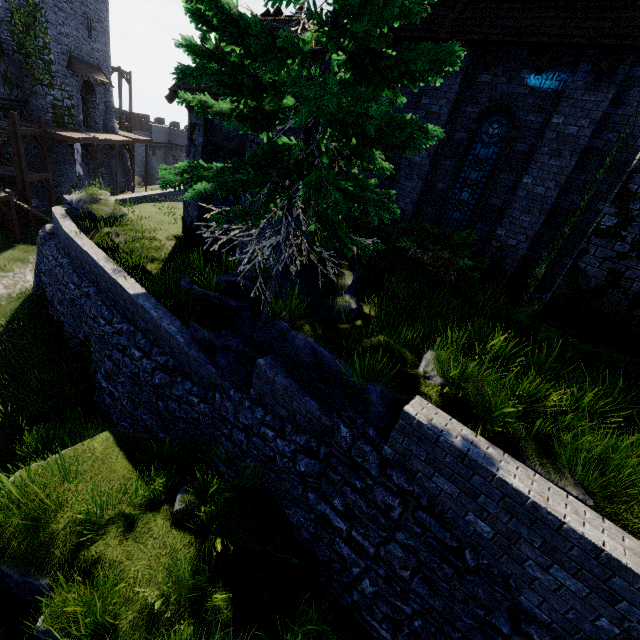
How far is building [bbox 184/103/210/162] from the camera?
12.85m

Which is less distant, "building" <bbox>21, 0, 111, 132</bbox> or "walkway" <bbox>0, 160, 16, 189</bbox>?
"walkway" <bbox>0, 160, 16, 189</bbox>

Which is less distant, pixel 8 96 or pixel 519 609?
pixel 519 609

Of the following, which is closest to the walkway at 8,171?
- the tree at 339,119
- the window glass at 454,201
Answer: the tree at 339,119

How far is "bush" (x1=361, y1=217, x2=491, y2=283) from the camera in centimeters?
793cm

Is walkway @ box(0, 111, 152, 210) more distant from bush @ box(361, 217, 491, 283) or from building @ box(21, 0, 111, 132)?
bush @ box(361, 217, 491, 283)

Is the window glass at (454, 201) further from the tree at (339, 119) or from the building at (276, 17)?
the tree at (339, 119)

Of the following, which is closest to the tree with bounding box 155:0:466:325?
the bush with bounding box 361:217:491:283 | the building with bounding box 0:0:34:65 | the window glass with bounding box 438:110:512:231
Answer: the bush with bounding box 361:217:491:283
